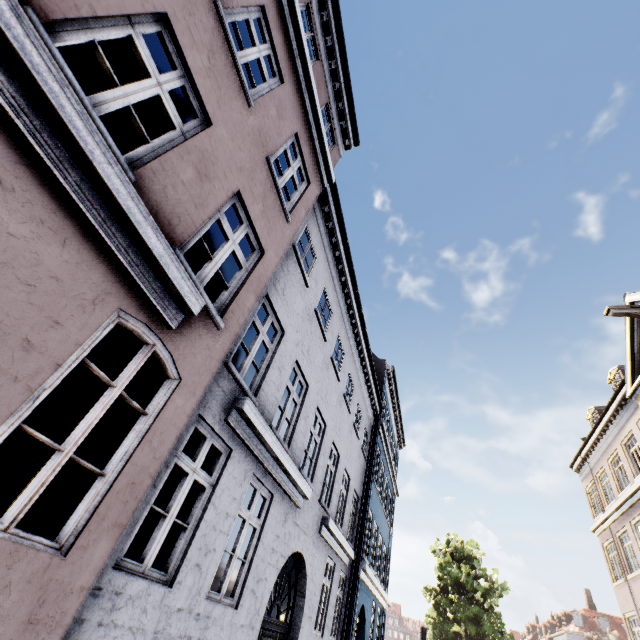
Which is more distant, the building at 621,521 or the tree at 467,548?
the tree at 467,548

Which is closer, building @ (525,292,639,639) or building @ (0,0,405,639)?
building @ (0,0,405,639)

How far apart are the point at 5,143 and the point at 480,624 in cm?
3478

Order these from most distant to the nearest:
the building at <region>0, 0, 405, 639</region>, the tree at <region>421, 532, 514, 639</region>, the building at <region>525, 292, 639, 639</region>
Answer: the tree at <region>421, 532, 514, 639</region>, the building at <region>525, 292, 639, 639</region>, the building at <region>0, 0, 405, 639</region>

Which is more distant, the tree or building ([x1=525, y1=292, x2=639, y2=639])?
the tree

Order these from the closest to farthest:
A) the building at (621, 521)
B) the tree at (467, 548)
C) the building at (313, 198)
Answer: the building at (313, 198)
the building at (621, 521)
the tree at (467, 548)
